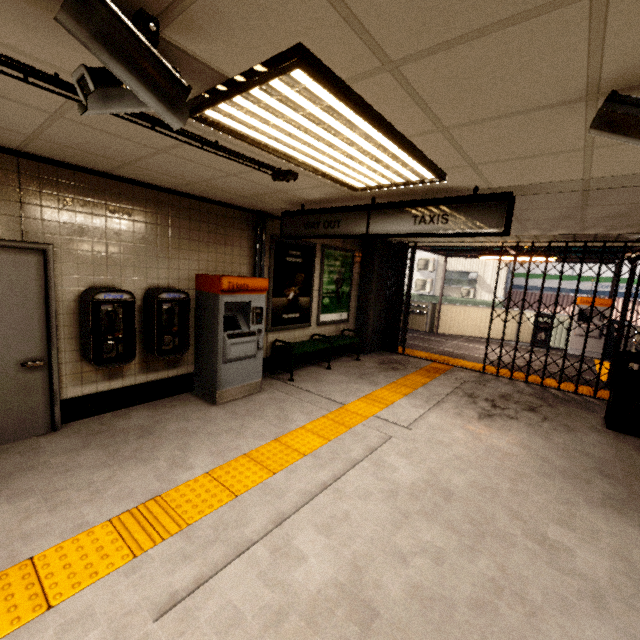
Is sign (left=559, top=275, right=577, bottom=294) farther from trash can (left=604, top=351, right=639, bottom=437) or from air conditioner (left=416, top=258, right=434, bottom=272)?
trash can (left=604, top=351, right=639, bottom=437)

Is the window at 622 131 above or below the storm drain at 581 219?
below

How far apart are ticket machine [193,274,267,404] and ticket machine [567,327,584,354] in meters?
10.5

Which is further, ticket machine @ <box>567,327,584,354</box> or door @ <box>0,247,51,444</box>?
ticket machine @ <box>567,327,584,354</box>

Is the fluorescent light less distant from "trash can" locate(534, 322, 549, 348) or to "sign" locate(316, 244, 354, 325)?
"sign" locate(316, 244, 354, 325)

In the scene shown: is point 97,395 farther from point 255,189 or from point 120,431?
point 255,189

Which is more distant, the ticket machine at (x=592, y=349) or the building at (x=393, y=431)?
the ticket machine at (x=592, y=349)

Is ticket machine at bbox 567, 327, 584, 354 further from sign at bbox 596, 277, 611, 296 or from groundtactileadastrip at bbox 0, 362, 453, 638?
sign at bbox 596, 277, 611, 296
